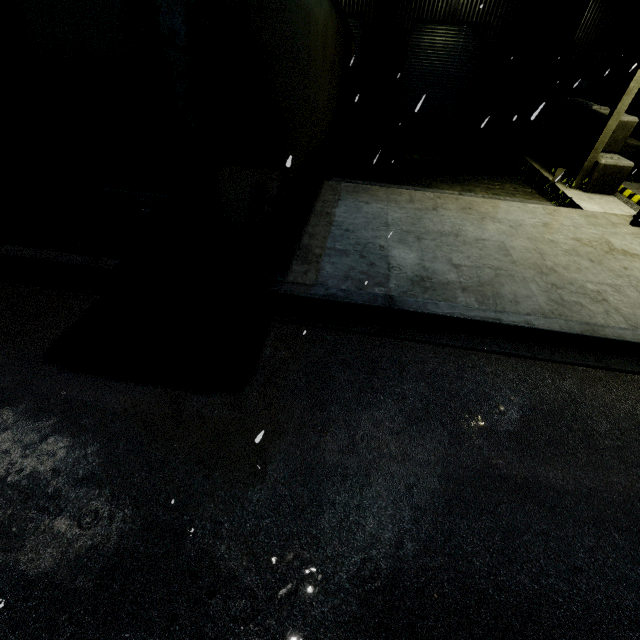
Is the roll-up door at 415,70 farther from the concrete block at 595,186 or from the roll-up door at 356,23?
the roll-up door at 356,23

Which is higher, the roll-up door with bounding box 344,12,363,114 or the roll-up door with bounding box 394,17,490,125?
the roll-up door with bounding box 344,12,363,114

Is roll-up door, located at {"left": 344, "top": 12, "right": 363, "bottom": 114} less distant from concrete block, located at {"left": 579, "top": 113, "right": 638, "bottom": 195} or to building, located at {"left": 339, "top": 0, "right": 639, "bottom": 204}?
building, located at {"left": 339, "top": 0, "right": 639, "bottom": 204}

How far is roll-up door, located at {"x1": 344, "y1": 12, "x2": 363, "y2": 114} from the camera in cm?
1313

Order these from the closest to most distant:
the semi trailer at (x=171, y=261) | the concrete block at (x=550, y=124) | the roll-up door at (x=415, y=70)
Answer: the semi trailer at (x=171, y=261)
the concrete block at (x=550, y=124)
the roll-up door at (x=415, y=70)

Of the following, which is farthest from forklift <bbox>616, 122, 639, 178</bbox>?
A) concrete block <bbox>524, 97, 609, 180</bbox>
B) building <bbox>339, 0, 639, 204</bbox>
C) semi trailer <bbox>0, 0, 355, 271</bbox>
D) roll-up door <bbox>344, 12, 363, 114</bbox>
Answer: roll-up door <bbox>344, 12, 363, 114</bbox>

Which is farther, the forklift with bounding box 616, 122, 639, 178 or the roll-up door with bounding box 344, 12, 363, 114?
the roll-up door with bounding box 344, 12, 363, 114

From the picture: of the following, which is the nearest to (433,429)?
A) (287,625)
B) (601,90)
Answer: (287,625)
